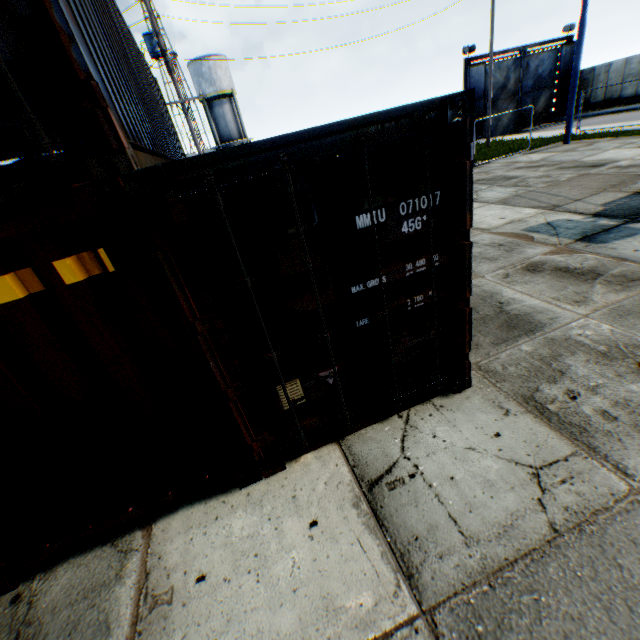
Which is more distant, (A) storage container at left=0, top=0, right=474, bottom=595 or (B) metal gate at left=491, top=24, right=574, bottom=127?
(B) metal gate at left=491, top=24, right=574, bottom=127

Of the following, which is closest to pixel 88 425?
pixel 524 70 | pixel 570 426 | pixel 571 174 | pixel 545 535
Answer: pixel 545 535

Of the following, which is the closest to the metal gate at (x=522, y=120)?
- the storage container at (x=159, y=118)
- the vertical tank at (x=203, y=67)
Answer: the vertical tank at (x=203, y=67)

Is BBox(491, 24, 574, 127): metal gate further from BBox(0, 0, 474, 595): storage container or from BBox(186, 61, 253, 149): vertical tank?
BBox(0, 0, 474, 595): storage container

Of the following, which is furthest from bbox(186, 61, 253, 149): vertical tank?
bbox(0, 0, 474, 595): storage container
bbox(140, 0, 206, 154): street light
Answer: bbox(0, 0, 474, 595): storage container

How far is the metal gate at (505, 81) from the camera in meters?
27.1 m

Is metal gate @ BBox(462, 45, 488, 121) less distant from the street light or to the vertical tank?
the vertical tank
